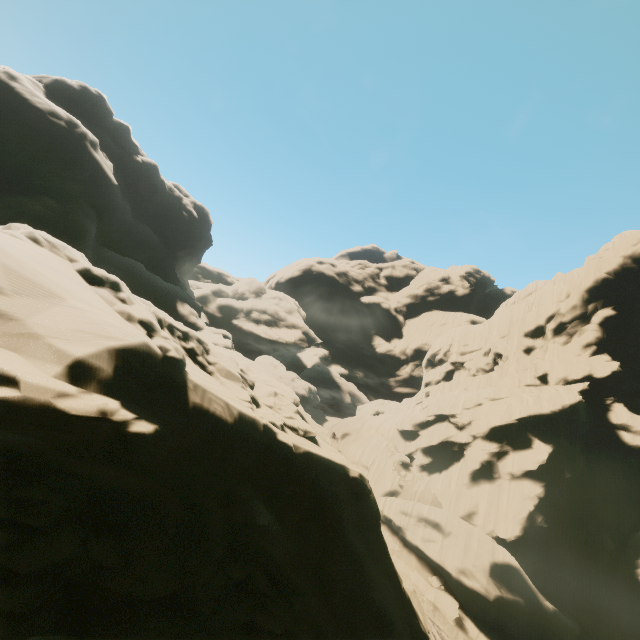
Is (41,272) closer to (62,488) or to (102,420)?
(102,420)
